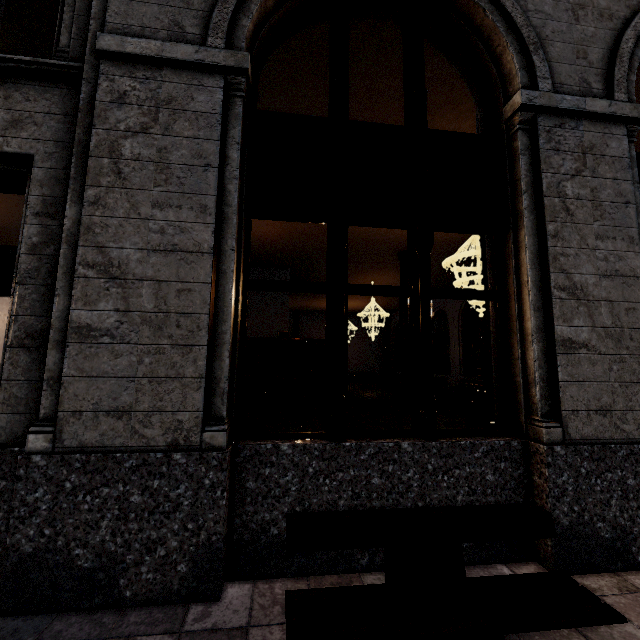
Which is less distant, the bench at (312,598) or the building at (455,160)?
the bench at (312,598)

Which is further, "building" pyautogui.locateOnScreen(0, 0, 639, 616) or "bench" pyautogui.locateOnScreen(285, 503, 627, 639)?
"building" pyautogui.locateOnScreen(0, 0, 639, 616)

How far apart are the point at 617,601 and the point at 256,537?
2.7m
